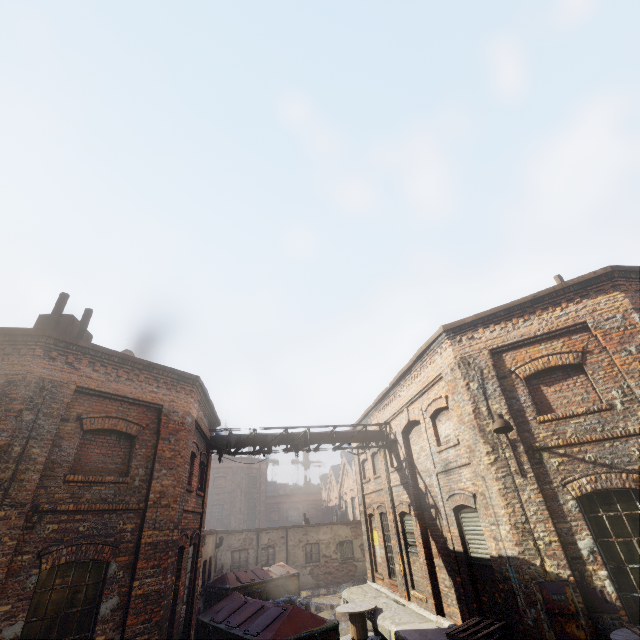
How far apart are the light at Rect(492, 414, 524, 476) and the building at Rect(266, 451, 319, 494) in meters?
51.9

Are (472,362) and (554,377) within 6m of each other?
yes

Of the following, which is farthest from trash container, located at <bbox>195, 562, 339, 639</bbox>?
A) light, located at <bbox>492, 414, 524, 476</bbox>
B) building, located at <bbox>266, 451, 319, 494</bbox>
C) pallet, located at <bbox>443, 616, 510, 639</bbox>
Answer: building, located at <bbox>266, 451, 319, 494</bbox>

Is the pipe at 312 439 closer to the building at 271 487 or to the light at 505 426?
the light at 505 426

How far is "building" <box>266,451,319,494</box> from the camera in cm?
5166

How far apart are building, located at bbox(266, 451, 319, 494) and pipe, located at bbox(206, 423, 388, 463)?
43.24m

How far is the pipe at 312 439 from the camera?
13.4m

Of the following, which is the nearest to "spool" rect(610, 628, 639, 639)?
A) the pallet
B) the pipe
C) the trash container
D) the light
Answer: the pallet
